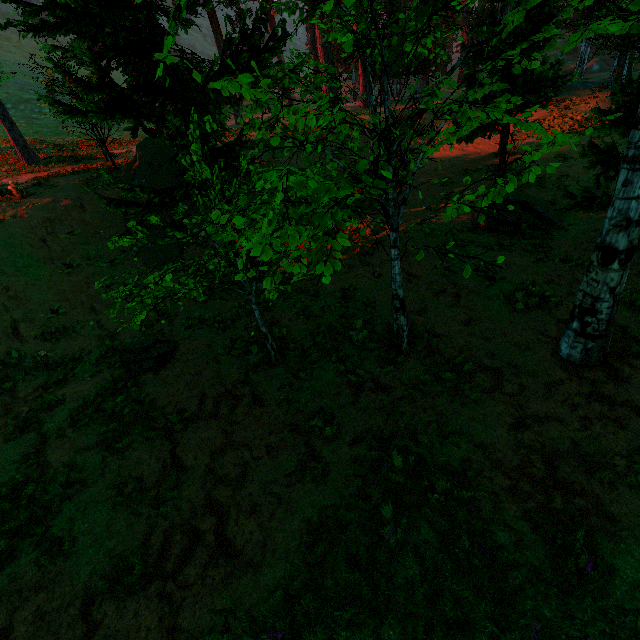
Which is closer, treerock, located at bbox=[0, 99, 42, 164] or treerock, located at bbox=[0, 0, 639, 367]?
treerock, located at bbox=[0, 0, 639, 367]

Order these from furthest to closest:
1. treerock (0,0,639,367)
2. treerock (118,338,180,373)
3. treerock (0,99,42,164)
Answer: treerock (0,99,42,164)
treerock (118,338,180,373)
treerock (0,0,639,367)

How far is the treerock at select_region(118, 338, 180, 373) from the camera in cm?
884

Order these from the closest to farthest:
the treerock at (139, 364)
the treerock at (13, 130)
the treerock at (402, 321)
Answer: the treerock at (402, 321) → the treerock at (139, 364) → the treerock at (13, 130)

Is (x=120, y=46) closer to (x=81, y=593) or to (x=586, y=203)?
(x=81, y=593)

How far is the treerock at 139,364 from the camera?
8.8 meters
